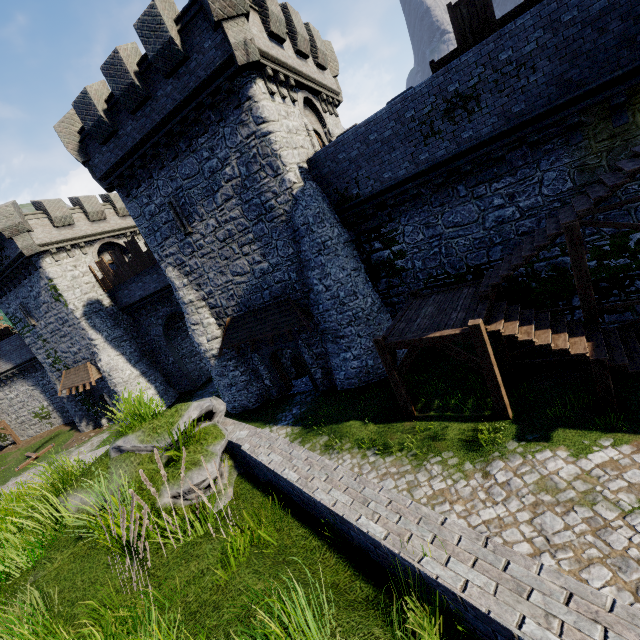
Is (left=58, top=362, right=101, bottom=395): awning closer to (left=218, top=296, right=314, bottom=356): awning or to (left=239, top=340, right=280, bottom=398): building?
(left=239, top=340, right=280, bottom=398): building

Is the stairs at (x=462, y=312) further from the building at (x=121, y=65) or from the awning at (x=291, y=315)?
the building at (x=121, y=65)

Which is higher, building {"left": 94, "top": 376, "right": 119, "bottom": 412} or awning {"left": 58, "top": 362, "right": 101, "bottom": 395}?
awning {"left": 58, "top": 362, "right": 101, "bottom": 395}

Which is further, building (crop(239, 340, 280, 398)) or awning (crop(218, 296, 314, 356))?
building (crop(239, 340, 280, 398))

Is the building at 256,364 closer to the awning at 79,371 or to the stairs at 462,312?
the awning at 79,371

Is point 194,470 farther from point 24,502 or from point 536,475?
point 536,475

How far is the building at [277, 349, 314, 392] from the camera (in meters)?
18.16
